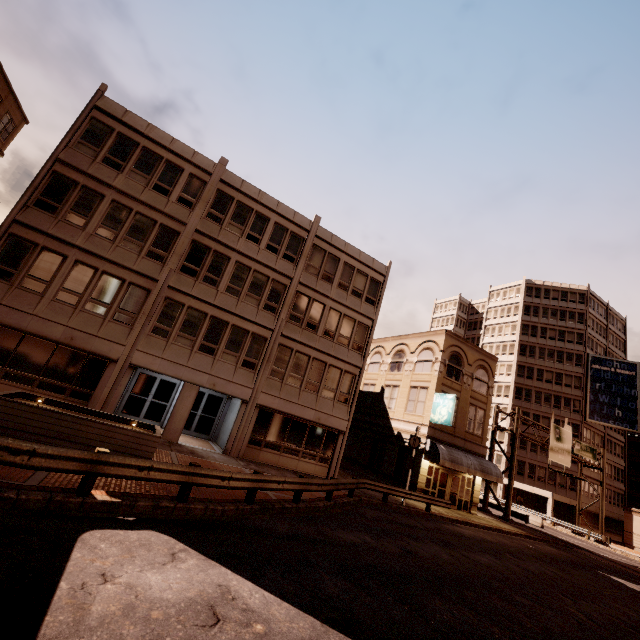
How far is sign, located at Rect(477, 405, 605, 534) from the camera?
30.14m

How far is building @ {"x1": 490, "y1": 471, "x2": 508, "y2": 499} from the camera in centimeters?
4797cm

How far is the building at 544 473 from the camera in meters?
44.6 m

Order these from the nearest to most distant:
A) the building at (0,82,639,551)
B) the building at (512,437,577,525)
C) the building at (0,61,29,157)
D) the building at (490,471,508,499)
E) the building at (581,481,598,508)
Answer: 1. the building at (0,82,639,551)
2. the building at (0,61,29,157)
3. the building at (512,437,577,525)
4. the building at (581,481,598,508)
5. the building at (490,471,508,499)

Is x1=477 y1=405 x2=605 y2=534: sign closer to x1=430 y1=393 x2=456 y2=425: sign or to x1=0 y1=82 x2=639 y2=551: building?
x1=0 y1=82 x2=639 y2=551: building

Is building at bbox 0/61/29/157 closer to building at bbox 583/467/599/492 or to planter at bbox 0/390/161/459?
planter at bbox 0/390/161/459

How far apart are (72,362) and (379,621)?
16.33m
